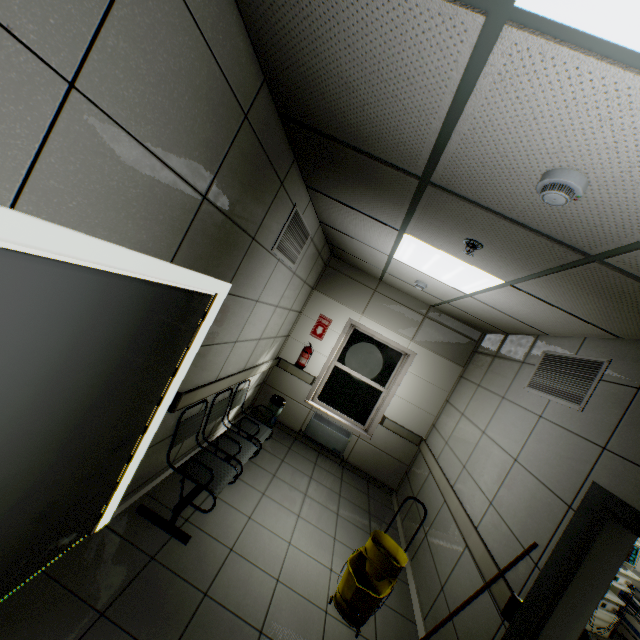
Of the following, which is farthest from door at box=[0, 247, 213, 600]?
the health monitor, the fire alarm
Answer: the health monitor

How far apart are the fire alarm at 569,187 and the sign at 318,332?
4.6 meters

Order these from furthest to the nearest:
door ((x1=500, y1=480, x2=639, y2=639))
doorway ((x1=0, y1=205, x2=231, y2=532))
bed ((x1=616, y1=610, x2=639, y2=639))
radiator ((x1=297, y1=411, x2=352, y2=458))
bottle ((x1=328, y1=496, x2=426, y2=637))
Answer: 1. radiator ((x1=297, y1=411, x2=352, y2=458))
2. bed ((x1=616, y1=610, x2=639, y2=639))
3. bottle ((x1=328, y1=496, x2=426, y2=637))
4. door ((x1=500, y1=480, x2=639, y2=639))
5. doorway ((x1=0, y1=205, x2=231, y2=532))

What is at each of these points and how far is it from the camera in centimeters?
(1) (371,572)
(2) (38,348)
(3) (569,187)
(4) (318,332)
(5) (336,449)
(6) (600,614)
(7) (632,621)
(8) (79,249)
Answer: (1) bottle, 309cm
(2) door, 125cm
(3) fire alarm, 126cm
(4) sign, 593cm
(5) radiator, 571cm
(6) health monitor, 454cm
(7) bed, 459cm
(8) doorway, 119cm

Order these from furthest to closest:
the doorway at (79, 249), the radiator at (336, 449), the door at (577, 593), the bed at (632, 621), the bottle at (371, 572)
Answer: the radiator at (336, 449) < the bed at (632, 621) < the bottle at (371, 572) < the door at (577, 593) < the doorway at (79, 249)

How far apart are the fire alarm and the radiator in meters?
5.0

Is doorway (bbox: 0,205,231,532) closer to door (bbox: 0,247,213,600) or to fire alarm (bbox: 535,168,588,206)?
door (bbox: 0,247,213,600)

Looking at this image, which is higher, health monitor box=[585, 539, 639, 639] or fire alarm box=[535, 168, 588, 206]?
fire alarm box=[535, 168, 588, 206]
